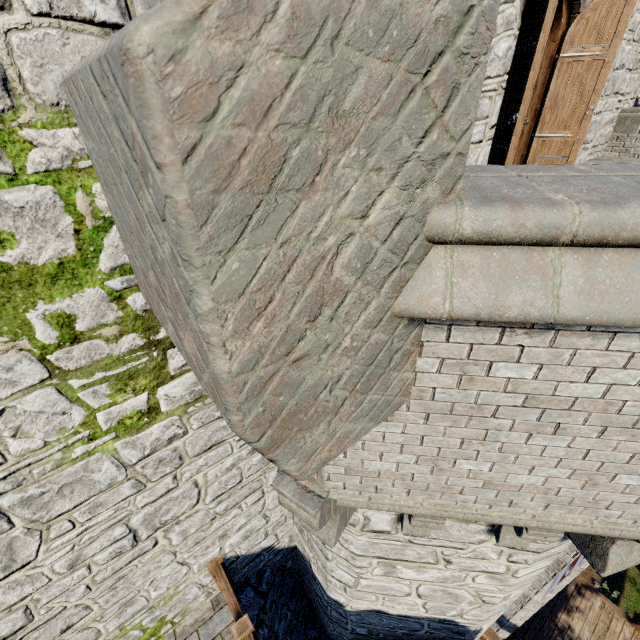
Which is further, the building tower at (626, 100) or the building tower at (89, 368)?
the building tower at (626, 100)

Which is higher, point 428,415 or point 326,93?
point 326,93

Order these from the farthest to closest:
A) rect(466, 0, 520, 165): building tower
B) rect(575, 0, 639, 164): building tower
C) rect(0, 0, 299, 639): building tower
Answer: →
rect(575, 0, 639, 164): building tower
rect(466, 0, 520, 165): building tower
rect(0, 0, 299, 639): building tower

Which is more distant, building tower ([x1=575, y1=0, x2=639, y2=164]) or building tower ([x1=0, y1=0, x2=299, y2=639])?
building tower ([x1=575, y1=0, x2=639, y2=164])
